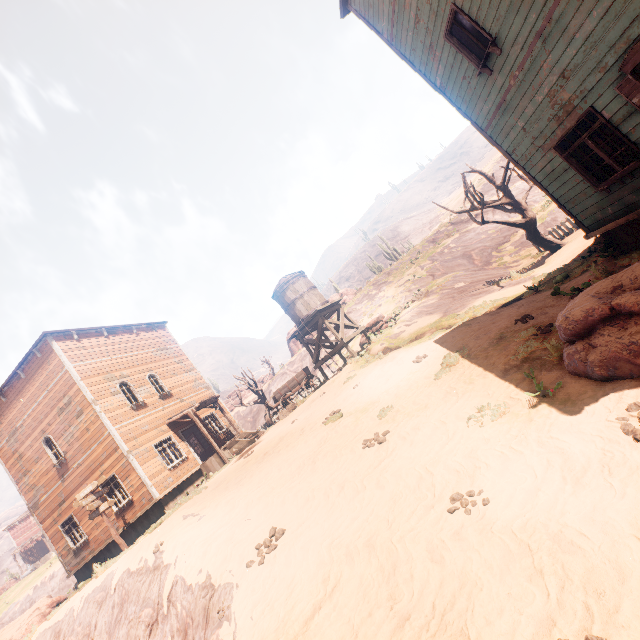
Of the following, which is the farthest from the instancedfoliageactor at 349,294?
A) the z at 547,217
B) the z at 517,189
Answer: the z at 547,217

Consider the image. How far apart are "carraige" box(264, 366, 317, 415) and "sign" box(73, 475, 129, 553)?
8.21m

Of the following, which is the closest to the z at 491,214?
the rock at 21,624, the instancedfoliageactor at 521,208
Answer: the instancedfoliageactor at 521,208

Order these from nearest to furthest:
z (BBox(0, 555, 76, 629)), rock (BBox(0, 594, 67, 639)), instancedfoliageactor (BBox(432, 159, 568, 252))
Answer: rock (BBox(0, 594, 67, 639)) < instancedfoliageactor (BBox(432, 159, 568, 252)) < z (BBox(0, 555, 76, 629))

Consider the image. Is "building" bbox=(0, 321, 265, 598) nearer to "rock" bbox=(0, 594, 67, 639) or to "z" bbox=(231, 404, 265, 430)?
"z" bbox=(231, 404, 265, 430)

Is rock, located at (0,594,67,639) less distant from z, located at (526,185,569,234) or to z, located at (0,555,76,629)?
z, located at (0,555,76,629)

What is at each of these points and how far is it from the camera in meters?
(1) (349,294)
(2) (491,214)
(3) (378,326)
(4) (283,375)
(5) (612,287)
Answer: (1) instancedfoliageactor, 43.4 m
(2) z, 31.4 m
(3) instancedfoliageactor, 21.9 m
(4) z, 41.6 m
(5) instancedfoliageactor, 5.0 m

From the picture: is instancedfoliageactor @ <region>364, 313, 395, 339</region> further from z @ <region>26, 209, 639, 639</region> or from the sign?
the sign
